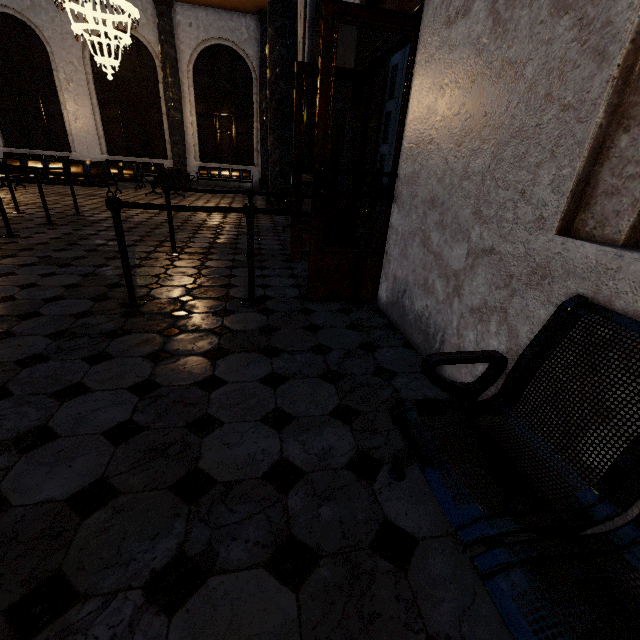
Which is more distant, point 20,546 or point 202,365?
point 202,365
